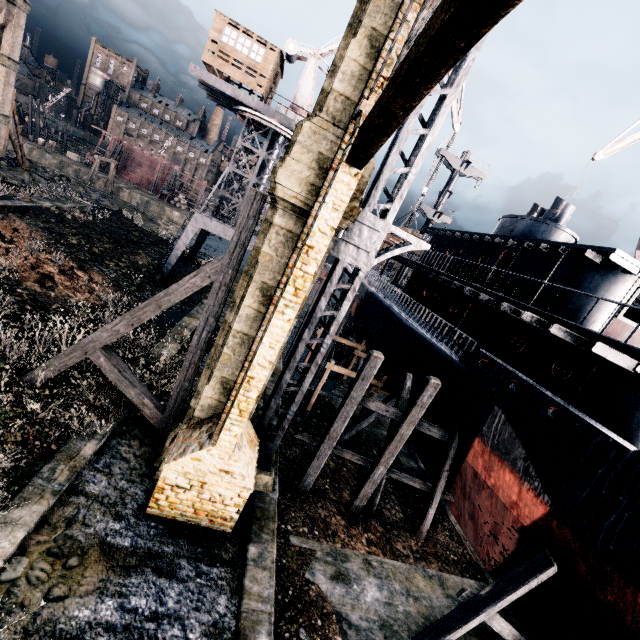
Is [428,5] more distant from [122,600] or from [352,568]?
[352,568]

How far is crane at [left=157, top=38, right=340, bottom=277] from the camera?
23.2m

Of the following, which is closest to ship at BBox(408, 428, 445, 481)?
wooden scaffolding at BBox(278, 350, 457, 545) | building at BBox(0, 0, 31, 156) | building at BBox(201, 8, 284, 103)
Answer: wooden scaffolding at BBox(278, 350, 457, 545)

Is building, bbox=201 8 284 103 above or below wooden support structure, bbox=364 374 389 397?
above

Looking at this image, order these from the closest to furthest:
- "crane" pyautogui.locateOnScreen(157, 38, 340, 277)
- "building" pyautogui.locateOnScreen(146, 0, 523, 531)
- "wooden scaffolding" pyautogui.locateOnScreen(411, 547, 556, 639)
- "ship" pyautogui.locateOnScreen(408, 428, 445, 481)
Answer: "building" pyautogui.locateOnScreen(146, 0, 523, 531)
"wooden scaffolding" pyautogui.locateOnScreen(411, 547, 556, 639)
"ship" pyautogui.locateOnScreen(408, 428, 445, 481)
"crane" pyautogui.locateOnScreen(157, 38, 340, 277)

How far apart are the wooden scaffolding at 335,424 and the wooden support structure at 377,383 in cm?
551

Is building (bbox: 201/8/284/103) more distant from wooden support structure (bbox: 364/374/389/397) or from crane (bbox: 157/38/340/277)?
wooden support structure (bbox: 364/374/389/397)

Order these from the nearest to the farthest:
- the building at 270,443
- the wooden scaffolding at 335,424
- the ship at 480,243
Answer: the building at 270,443 < the ship at 480,243 < the wooden scaffolding at 335,424
